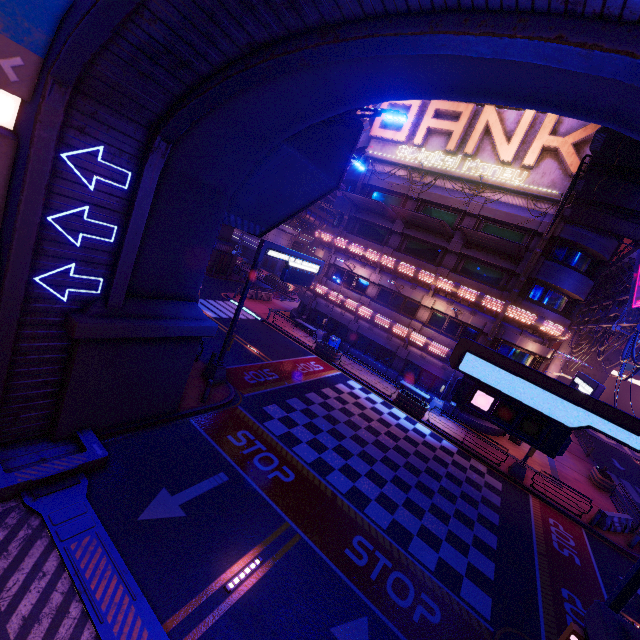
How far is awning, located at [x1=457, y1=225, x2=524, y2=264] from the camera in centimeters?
1975cm

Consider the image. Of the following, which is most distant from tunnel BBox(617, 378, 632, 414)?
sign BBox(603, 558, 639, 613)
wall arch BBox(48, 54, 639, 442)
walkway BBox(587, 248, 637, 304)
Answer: wall arch BBox(48, 54, 639, 442)

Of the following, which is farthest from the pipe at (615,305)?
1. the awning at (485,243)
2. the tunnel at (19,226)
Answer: the awning at (485,243)

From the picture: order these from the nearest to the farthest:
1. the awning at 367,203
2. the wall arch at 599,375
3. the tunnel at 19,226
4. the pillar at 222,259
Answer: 1. the tunnel at 19,226
2. the awning at 367,203
3. the wall arch at 599,375
4. the pillar at 222,259

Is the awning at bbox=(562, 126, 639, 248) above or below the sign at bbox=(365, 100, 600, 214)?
below

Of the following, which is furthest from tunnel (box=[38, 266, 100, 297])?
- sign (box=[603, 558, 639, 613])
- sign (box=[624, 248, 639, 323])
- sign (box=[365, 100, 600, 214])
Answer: sign (box=[365, 100, 600, 214])

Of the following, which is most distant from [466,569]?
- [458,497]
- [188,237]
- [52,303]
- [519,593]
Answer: [52,303]

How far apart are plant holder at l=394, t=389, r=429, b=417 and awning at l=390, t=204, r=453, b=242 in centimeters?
1181cm
